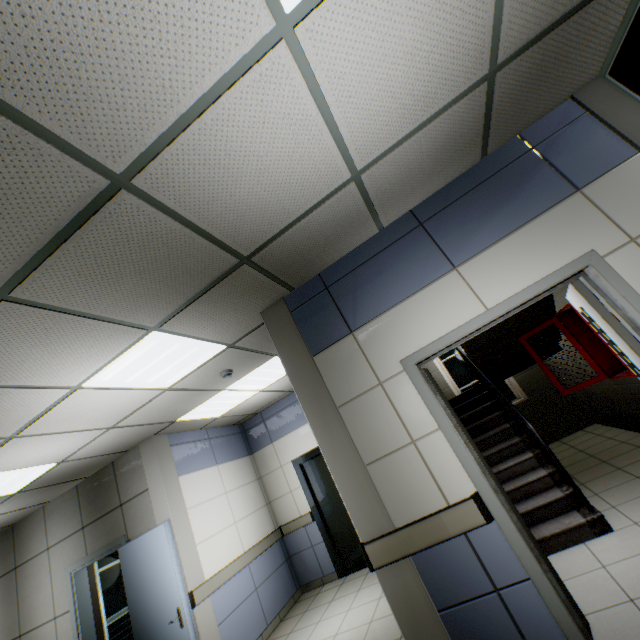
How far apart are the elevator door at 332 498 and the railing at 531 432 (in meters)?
2.59

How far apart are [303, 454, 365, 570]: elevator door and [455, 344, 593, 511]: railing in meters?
2.6

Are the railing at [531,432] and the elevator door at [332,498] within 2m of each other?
no

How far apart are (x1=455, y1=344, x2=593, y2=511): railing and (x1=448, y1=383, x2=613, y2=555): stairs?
A: 0.04m

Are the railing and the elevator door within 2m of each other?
no

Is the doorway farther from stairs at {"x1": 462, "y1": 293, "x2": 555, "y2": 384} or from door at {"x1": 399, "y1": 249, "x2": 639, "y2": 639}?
door at {"x1": 399, "y1": 249, "x2": 639, "y2": 639}

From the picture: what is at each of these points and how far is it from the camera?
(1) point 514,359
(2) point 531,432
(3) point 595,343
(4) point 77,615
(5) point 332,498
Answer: (1) stairs, 5.9 meters
(2) railing, 3.8 meters
(3) cabinet, 4.3 meters
(4) door, 4.9 meters
(5) elevator door, 6.1 meters

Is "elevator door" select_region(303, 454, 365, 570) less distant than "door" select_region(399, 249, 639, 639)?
No
